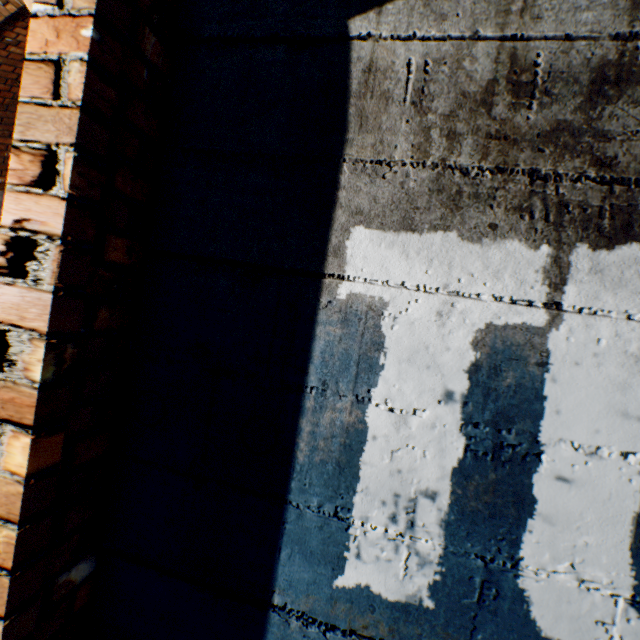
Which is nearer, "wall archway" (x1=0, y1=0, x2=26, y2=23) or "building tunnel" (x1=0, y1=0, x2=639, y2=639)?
"building tunnel" (x1=0, y1=0, x2=639, y2=639)

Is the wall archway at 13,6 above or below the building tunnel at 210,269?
above

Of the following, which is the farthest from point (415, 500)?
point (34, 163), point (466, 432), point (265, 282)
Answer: point (34, 163)

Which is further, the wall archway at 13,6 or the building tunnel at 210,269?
the wall archway at 13,6

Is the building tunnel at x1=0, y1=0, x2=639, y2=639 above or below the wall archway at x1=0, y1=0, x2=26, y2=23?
below
